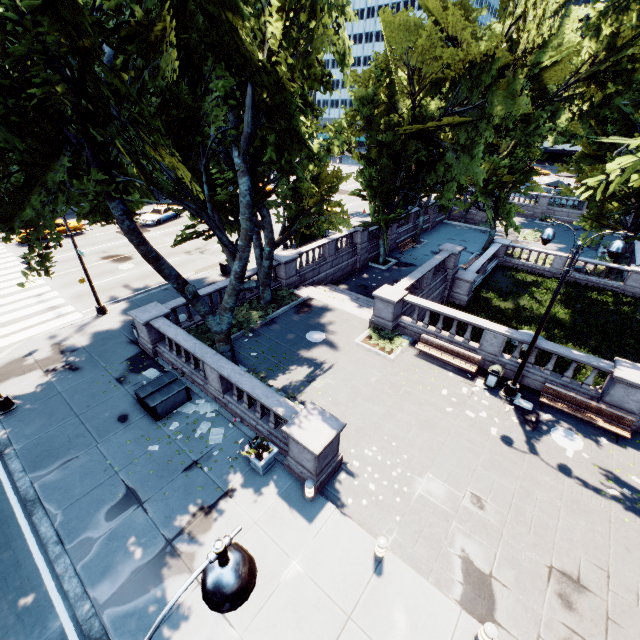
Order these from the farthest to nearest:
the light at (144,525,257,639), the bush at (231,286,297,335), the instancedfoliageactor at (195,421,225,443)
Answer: the bush at (231,286,297,335) → the instancedfoliageactor at (195,421,225,443) → the light at (144,525,257,639)

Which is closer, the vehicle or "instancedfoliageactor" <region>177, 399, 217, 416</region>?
"instancedfoliageactor" <region>177, 399, 217, 416</region>

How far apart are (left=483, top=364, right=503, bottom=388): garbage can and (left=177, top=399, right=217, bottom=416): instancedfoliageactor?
11.4m

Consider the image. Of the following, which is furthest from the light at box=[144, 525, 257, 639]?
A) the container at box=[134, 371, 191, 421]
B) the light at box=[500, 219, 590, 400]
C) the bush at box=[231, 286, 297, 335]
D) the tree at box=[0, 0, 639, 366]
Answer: the light at box=[500, 219, 590, 400]

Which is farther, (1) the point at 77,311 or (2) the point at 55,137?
(1) the point at 77,311

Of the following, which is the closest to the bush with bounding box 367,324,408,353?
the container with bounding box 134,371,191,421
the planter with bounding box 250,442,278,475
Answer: the planter with bounding box 250,442,278,475

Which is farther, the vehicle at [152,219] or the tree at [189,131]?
the vehicle at [152,219]

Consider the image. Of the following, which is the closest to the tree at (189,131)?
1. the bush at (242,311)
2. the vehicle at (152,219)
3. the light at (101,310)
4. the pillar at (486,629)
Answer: the bush at (242,311)
